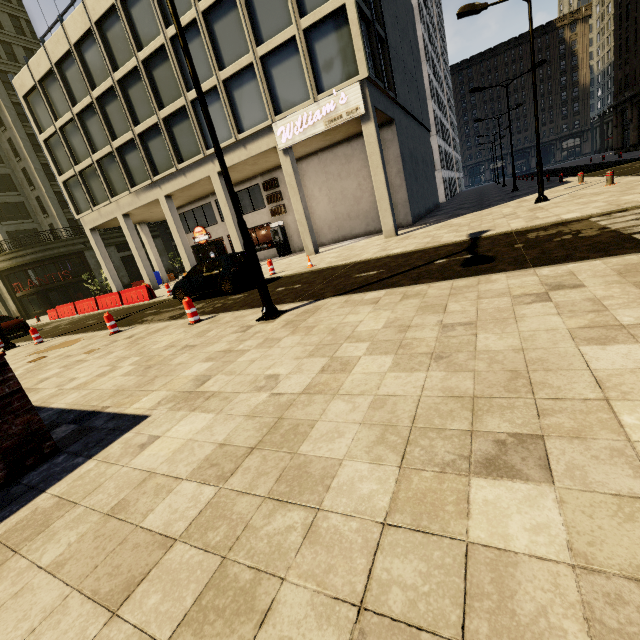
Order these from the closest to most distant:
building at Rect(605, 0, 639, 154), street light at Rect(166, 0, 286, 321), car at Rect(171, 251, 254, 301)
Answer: street light at Rect(166, 0, 286, 321) → car at Rect(171, 251, 254, 301) → building at Rect(605, 0, 639, 154)

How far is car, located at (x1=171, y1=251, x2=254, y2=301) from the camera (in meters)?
11.82

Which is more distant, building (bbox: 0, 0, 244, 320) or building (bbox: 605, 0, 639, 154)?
building (bbox: 605, 0, 639, 154)

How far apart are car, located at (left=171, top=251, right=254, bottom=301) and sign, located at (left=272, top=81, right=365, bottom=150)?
7.29m

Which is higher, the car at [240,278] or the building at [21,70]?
the building at [21,70]

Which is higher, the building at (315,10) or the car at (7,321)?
the building at (315,10)

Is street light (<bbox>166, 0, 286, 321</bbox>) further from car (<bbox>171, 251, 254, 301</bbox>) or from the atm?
the atm

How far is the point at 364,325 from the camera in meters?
4.9
